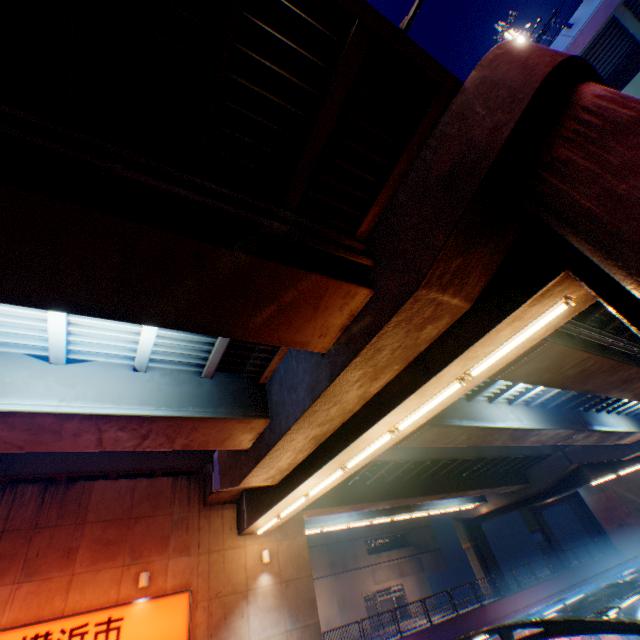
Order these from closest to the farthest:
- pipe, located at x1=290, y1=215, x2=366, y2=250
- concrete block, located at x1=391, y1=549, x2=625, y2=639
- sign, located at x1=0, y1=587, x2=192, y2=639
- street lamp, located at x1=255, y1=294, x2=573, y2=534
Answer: street lamp, located at x1=255, y1=294, x2=573, y2=534 < pipe, located at x1=290, y1=215, x2=366, y2=250 < sign, located at x1=0, y1=587, x2=192, y2=639 < concrete block, located at x1=391, y1=549, x2=625, y2=639

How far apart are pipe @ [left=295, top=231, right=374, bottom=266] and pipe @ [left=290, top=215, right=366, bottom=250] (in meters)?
0.32

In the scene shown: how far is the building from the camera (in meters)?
35.97

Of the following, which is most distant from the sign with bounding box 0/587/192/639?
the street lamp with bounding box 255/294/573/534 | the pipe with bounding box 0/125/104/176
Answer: the pipe with bounding box 0/125/104/176

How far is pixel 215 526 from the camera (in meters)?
13.68

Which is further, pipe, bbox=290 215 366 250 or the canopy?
the canopy

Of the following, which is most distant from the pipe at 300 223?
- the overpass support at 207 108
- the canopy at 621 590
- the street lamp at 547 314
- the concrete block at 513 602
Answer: the concrete block at 513 602

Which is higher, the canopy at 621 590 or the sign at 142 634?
the sign at 142 634
